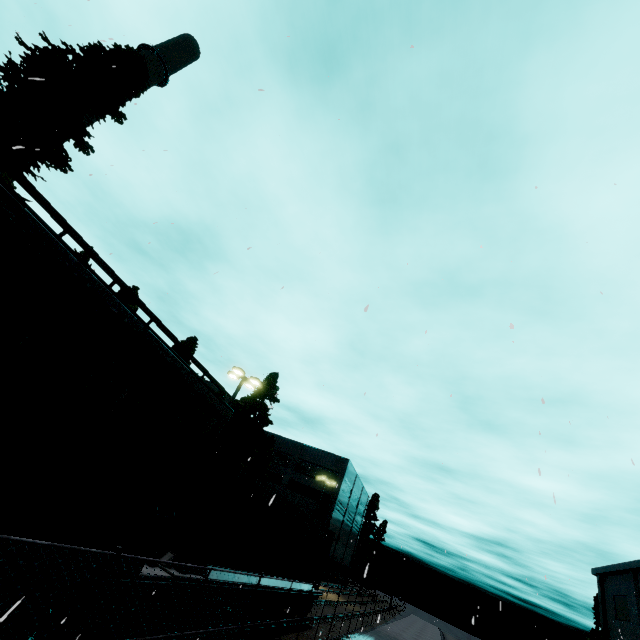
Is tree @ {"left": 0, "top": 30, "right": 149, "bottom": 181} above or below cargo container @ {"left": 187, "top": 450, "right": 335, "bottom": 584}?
above

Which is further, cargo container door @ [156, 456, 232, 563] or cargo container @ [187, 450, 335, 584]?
cargo container @ [187, 450, 335, 584]

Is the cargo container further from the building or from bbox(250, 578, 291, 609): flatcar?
the building

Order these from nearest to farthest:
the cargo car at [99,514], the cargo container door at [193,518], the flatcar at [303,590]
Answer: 1. the cargo car at [99,514]
2. the cargo container door at [193,518]
3. the flatcar at [303,590]

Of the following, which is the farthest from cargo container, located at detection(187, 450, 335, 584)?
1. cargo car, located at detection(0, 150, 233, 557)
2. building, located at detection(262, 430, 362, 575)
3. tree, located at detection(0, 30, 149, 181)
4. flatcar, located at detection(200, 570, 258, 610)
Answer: building, located at detection(262, 430, 362, 575)

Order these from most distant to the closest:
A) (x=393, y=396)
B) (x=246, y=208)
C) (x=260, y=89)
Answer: (x=393, y=396), (x=246, y=208), (x=260, y=89)

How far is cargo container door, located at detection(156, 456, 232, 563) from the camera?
8.0 meters

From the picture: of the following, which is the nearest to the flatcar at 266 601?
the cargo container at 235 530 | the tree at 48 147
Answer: the cargo container at 235 530
